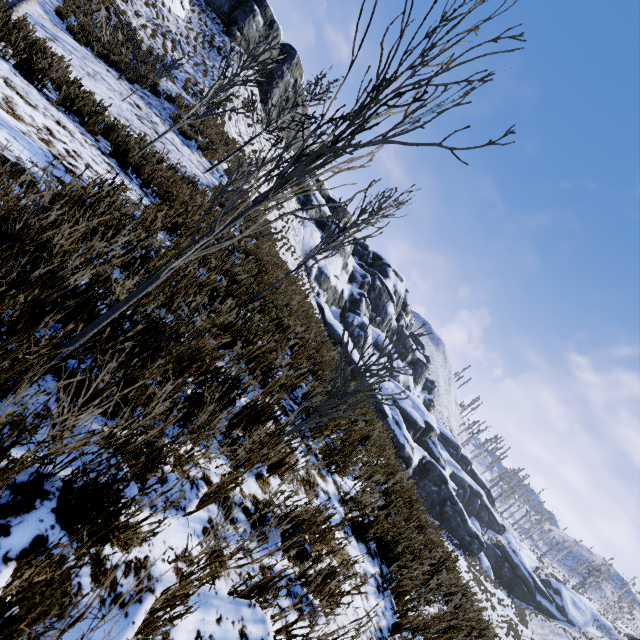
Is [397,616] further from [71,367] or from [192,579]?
[71,367]

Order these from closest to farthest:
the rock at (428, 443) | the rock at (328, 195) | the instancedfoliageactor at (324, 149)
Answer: the instancedfoliageactor at (324, 149), the rock at (428, 443), the rock at (328, 195)

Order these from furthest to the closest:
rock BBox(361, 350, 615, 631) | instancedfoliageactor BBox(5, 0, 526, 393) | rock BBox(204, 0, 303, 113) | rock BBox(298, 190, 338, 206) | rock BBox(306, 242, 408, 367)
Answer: rock BBox(298, 190, 338, 206) → rock BBox(306, 242, 408, 367) → rock BBox(361, 350, 615, 631) → rock BBox(204, 0, 303, 113) → instancedfoliageactor BBox(5, 0, 526, 393)

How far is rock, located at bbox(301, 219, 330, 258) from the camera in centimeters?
3372cm

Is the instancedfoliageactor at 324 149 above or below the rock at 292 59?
below

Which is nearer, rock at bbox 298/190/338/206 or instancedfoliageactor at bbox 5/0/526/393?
instancedfoliageactor at bbox 5/0/526/393
